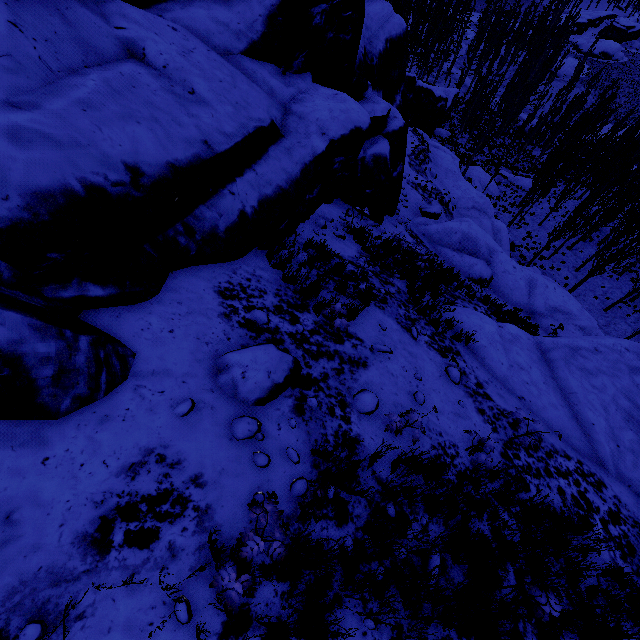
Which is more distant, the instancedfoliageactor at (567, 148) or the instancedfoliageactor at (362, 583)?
the instancedfoliageactor at (567, 148)

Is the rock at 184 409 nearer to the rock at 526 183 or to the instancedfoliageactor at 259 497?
the instancedfoliageactor at 259 497

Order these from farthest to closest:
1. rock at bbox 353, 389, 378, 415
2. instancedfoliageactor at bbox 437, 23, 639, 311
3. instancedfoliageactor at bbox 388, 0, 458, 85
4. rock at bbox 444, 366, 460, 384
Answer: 1. instancedfoliageactor at bbox 388, 0, 458, 85
2. instancedfoliageactor at bbox 437, 23, 639, 311
3. rock at bbox 444, 366, 460, 384
4. rock at bbox 353, 389, 378, 415

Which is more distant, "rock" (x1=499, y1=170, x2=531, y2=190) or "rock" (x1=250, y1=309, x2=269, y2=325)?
"rock" (x1=499, y1=170, x2=531, y2=190)

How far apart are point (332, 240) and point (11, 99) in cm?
701

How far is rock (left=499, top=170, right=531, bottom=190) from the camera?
40.3 meters

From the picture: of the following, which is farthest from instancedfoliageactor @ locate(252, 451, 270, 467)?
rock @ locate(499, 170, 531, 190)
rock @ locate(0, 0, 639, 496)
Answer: rock @ locate(499, 170, 531, 190)
